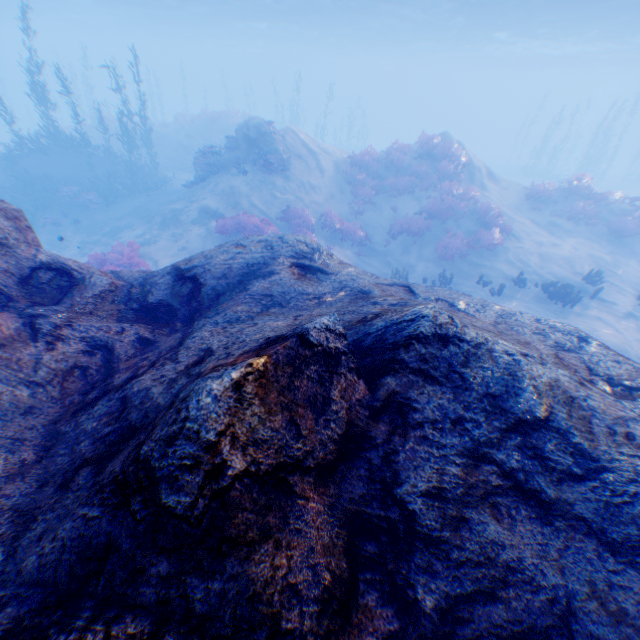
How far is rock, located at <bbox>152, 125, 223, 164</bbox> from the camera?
26.95m

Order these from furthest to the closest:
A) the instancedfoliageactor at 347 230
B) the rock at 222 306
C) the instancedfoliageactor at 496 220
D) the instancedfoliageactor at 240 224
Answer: the instancedfoliageactor at 347 230 < the instancedfoliageactor at 496 220 < the instancedfoliageactor at 240 224 < the rock at 222 306

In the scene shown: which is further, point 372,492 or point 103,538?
point 372,492

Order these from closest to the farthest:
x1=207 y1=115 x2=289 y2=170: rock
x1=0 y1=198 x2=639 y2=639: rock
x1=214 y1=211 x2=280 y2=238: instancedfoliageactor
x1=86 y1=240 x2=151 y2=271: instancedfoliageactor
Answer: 1. x1=0 y1=198 x2=639 y2=639: rock
2. x1=86 y1=240 x2=151 y2=271: instancedfoliageactor
3. x1=214 y1=211 x2=280 y2=238: instancedfoliageactor
4. x1=207 y1=115 x2=289 y2=170: rock

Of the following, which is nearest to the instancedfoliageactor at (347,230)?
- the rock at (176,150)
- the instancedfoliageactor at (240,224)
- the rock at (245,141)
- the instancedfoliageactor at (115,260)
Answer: the instancedfoliageactor at (240,224)

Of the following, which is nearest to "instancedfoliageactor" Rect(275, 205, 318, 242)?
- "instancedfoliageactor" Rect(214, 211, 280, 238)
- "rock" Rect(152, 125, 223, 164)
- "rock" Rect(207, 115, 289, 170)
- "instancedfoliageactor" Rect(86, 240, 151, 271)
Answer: "instancedfoliageactor" Rect(214, 211, 280, 238)

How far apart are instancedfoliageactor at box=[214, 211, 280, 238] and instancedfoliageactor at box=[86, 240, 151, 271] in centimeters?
303cm

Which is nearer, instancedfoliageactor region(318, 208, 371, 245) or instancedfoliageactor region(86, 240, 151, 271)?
instancedfoliageactor region(86, 240, 151, 271)
